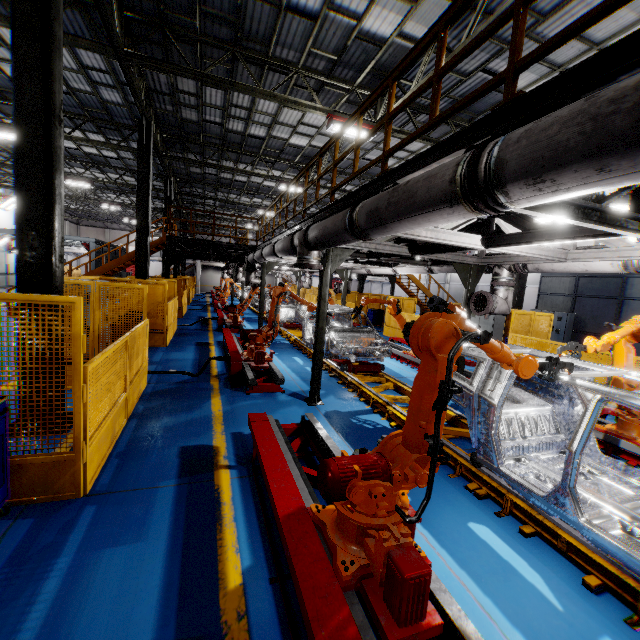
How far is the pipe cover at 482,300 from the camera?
7.29m

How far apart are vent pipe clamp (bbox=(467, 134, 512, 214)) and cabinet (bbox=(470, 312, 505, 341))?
11.9 meters

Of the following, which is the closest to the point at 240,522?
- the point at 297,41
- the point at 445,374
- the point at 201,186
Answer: the point at 445,374

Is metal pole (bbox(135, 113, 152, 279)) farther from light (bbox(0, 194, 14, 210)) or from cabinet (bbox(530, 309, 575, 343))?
light (bbox(0, 194, 14, 210))

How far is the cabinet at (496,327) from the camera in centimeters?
1305cm

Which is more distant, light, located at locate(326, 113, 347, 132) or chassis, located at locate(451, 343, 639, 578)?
light, located at locate(326, 113, 347, 132)

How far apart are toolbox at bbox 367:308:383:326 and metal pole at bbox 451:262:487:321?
13.11m

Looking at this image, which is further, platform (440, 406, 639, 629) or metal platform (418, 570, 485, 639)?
platform (440, 406, 639, 629)
